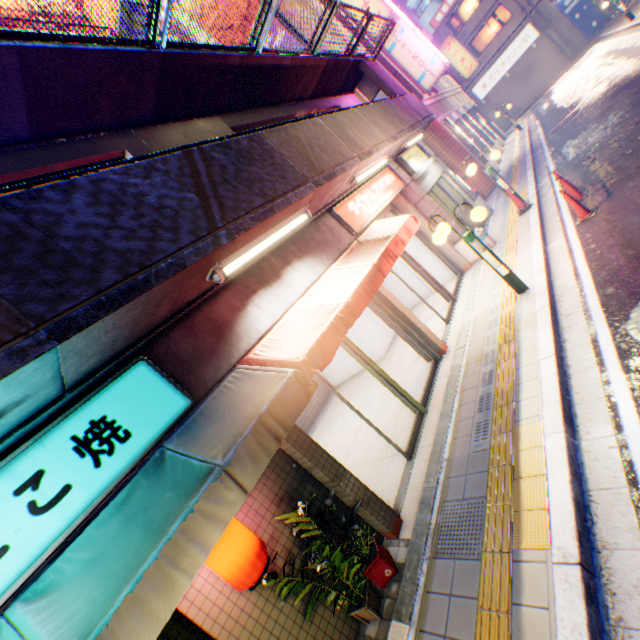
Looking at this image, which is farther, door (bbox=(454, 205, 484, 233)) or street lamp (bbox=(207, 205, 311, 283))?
door (bbox=(454, 205, 484, 233))

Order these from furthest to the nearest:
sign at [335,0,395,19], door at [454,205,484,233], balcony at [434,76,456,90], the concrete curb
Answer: balcony at [434,76,456,90]
sign at [335,0,395,19]
door at [454,205,484,233]
the concrete curb

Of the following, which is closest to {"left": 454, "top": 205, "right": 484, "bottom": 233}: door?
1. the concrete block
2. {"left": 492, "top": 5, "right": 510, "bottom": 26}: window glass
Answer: the concrete block

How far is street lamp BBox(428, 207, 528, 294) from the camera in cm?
634

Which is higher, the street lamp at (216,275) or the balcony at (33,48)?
the balcony at (33,48)

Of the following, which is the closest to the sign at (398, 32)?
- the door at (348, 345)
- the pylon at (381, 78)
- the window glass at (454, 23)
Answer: the pylon at (381, 78)

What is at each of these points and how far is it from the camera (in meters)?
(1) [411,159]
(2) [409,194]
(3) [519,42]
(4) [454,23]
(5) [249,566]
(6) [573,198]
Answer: (1) sign, 11.06
(2) column, 9.84
(3) sign, 29.69
(4) window glass, 31.45
(5) street lamp, 3.04
(6) road cone, 8.06

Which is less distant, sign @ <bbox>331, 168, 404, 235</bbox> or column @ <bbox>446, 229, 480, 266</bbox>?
sign @ <bbox>331, 168, 404, 235</bbox>
